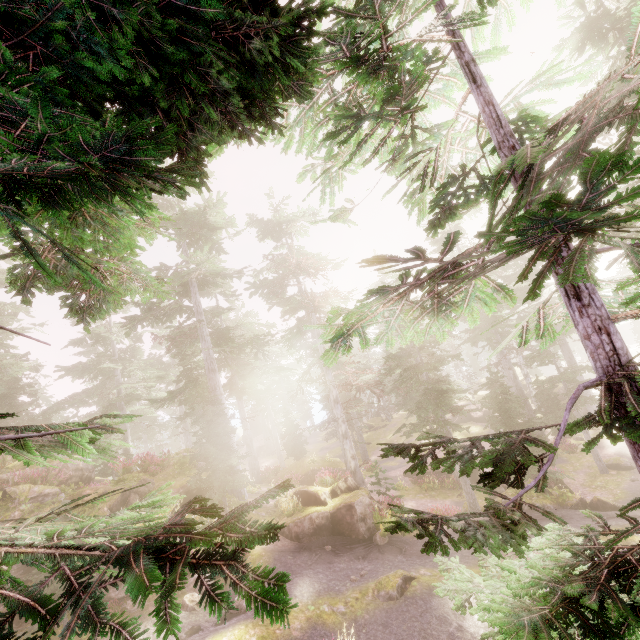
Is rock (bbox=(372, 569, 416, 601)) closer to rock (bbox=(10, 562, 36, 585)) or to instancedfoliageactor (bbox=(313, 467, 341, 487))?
instancedfoliageactor (bbox=(313, 467, 341, 487))

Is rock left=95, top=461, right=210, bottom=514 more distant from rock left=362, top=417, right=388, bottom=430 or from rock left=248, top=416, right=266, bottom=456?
rock left=362, top=417, right=388, bottom=430

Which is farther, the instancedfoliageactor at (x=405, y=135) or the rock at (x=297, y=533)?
the rock at (x=297, y=533)

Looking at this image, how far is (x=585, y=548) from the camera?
3.59m

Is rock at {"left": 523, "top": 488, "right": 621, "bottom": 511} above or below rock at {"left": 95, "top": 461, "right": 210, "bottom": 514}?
below

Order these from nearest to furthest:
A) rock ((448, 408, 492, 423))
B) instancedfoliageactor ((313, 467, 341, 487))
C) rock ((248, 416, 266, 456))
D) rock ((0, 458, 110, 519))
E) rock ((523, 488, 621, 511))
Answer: rock ((0, 458, 110, 519))
rock ((523, 488, 621, 511))
instancedfoliageactor ((313, 467, 341, 487))
rock ((448, 408, 492, 423))
rock ((248, 416, 266, 456))

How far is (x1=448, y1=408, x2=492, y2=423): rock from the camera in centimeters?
3531cm

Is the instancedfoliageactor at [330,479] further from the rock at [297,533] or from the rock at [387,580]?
the rock at [387,580]
